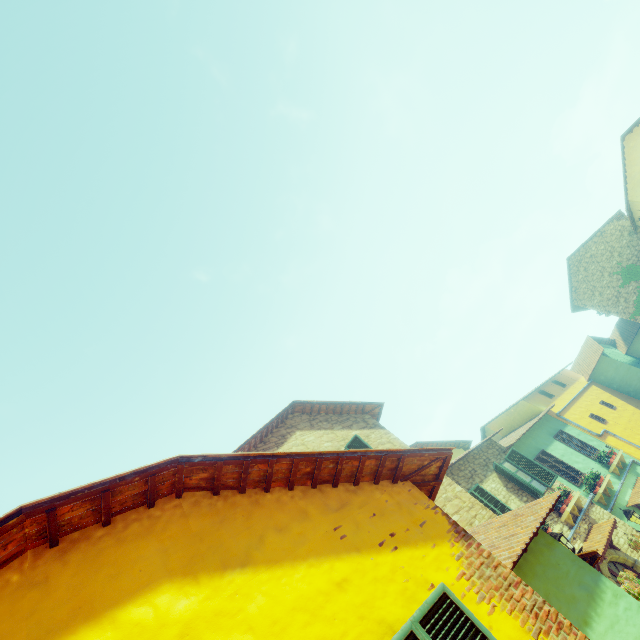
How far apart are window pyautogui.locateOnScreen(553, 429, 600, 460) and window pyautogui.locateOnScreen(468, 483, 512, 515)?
6.8m

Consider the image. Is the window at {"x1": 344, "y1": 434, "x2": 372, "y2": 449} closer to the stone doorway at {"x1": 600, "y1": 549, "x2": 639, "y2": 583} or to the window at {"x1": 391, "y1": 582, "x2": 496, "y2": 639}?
the window at {"x1": 391, "y1": 582, "x2": 496, "y2": 639}

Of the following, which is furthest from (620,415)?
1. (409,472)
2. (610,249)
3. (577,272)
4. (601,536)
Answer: (409,472)

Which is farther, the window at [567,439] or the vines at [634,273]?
the vines at [634,273]

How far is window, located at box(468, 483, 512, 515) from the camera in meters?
10.4 m

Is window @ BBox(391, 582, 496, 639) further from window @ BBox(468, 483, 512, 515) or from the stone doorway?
the stone doorway

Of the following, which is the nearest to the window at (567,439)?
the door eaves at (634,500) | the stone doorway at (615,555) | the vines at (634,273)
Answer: Answer: the door eaves at (634,500)

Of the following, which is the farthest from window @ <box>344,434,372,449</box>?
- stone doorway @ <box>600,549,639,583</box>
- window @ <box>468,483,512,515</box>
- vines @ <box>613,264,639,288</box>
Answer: vines @ <box>613,264,639,288</box>
